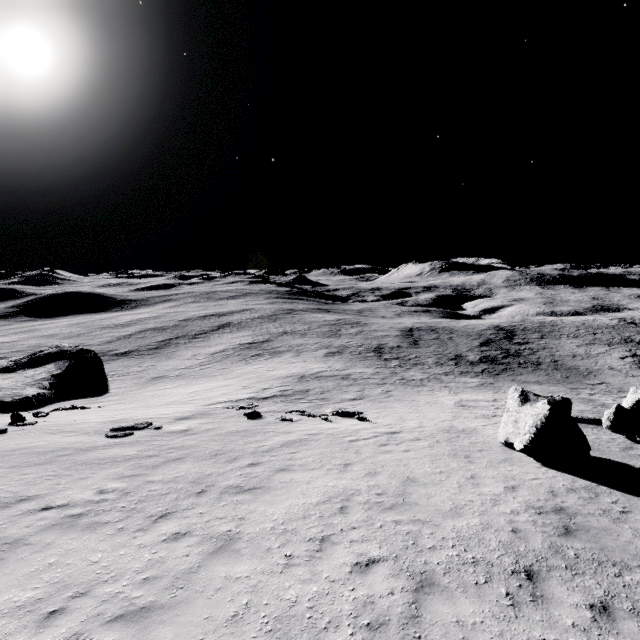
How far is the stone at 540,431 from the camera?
11.3m

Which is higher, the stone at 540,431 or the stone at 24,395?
the stone at 540,431

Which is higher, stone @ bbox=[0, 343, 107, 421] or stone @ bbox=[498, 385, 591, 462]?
stone @ bbox=[498, 385, 591, 462]

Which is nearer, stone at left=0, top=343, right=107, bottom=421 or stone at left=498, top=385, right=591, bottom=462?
stone at left=498, top=385, right=591, bottom=462

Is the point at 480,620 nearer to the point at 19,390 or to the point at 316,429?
the point at 316,429

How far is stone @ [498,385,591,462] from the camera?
11.30m
